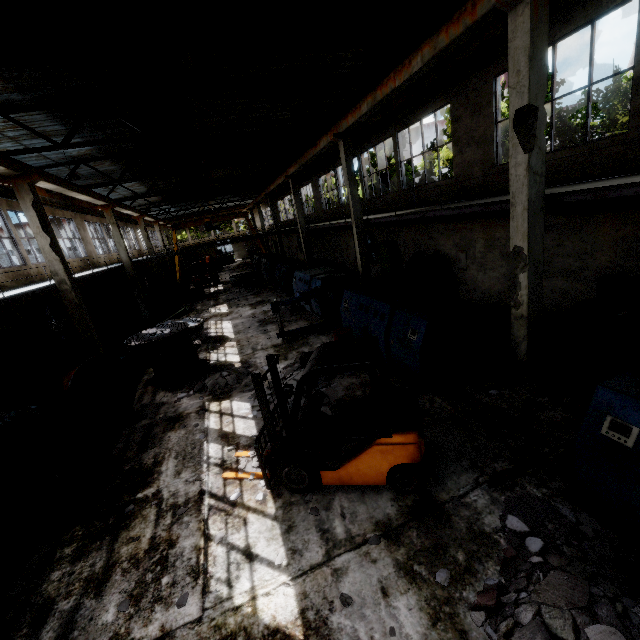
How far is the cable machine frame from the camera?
12.9m

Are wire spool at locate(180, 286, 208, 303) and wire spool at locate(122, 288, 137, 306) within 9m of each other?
yes

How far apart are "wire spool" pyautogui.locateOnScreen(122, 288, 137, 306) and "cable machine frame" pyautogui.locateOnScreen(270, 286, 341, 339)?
17.2 meters

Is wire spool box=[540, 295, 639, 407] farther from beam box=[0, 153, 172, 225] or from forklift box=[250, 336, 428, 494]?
beam box=[0, 153, 172, 225]

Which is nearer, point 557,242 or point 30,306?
point 557,242

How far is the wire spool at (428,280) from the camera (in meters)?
14.05

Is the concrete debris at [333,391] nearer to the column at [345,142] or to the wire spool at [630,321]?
the wire spool at [630,321]

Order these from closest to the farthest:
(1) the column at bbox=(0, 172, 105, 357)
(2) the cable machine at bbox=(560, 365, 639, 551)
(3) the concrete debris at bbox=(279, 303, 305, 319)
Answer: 1. (2) the cable machine at bbox=(560, 365, 639, 551)
2. (1) the column at bbox=(0, 172, 105, 357)
3. (3) the concrete debris at bbox=(279, 303, 305, 319)
